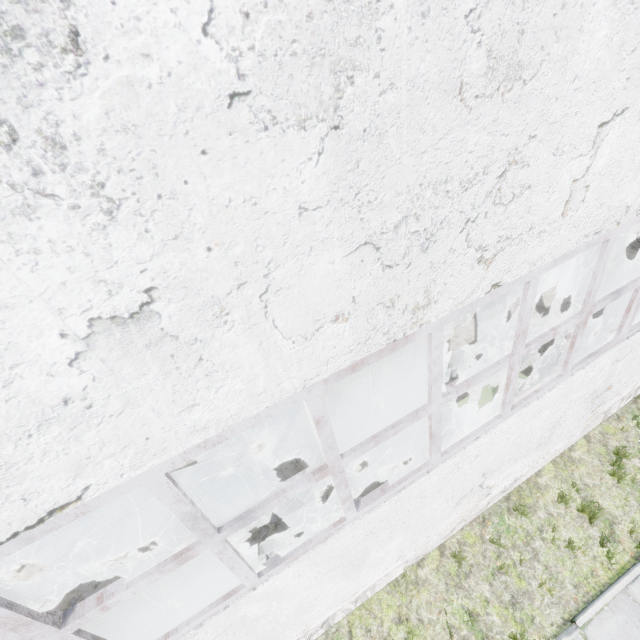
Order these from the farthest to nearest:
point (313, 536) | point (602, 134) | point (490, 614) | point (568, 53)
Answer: point (490, 614)
point (313, 536)
point (602, 134)
point (568, 53)

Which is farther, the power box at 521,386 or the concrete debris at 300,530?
the concrete debris at 300,530

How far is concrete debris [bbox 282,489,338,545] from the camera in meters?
6.3

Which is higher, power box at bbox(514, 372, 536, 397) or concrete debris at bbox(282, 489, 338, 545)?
power box at bbox(514, 372, 536, 397)

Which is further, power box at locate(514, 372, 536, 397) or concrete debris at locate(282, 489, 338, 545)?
concrete debris at locate(282, 489, 338, 545)
